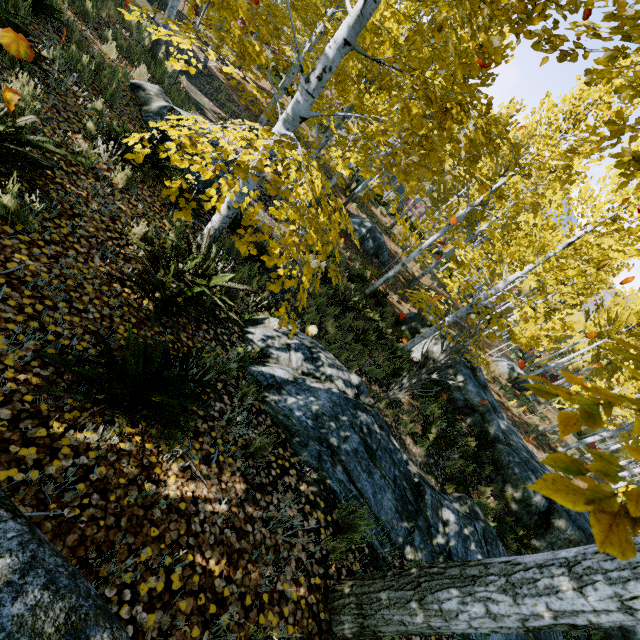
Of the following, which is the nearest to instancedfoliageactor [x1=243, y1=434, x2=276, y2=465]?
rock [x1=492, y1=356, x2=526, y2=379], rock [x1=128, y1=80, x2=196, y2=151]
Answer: rock [x1=128, y1=80, x2=196, y2=151]

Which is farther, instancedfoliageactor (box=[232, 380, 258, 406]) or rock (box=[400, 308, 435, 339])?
rock (box=[400, 308, 435, 339])

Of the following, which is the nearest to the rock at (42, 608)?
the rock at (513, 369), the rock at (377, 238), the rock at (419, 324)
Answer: the rock at (419, 324)

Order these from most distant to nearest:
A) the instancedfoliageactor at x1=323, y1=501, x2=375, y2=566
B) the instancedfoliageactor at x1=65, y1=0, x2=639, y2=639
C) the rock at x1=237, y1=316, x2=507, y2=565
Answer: the rock at x1=237, y1=316, x2=507, y2=565
the instancedfoliageactor at x1=323, y1=501, x2=375, y2=566
the instancedfoliageactor at x1=65, y1=0, x2=639, y2=639

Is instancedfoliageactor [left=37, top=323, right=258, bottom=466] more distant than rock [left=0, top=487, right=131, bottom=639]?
Yes

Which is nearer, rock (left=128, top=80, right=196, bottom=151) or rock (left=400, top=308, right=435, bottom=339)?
rock (left=128, top=80, right=196, bottom=151)

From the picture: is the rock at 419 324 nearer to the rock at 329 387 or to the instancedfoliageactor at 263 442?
the rock at 329 387

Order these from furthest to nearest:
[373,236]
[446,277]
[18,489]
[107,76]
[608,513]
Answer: [446,277], [373,236], [107,76], [18,489], [608,513]
